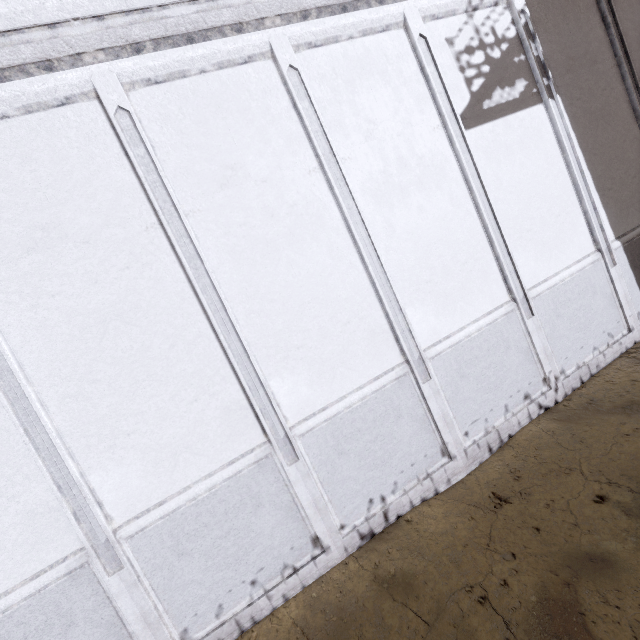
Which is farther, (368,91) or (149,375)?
(368,91)
